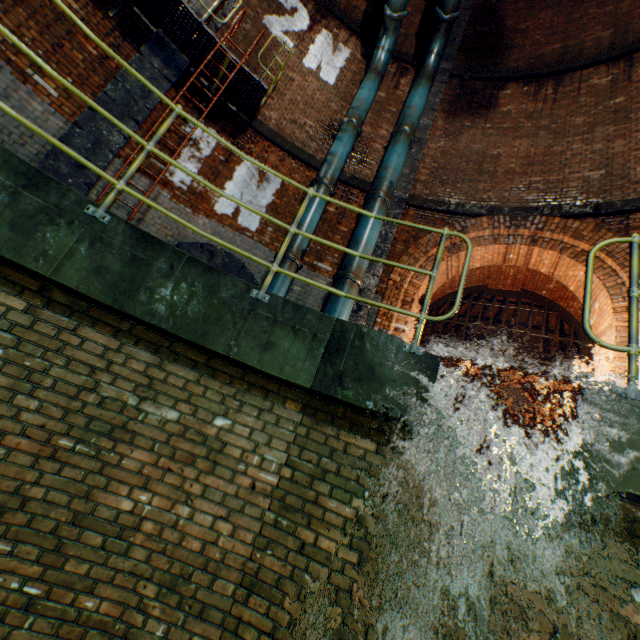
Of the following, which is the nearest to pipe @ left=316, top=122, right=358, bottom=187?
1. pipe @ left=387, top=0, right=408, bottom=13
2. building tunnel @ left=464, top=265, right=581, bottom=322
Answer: pipe @ left=387, top=0, right=408, bottom=13

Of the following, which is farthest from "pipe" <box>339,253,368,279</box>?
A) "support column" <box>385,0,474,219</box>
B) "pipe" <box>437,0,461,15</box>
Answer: "pipe" <box>437,0,461,15</box>

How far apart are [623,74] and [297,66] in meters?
7.8

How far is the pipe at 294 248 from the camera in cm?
635

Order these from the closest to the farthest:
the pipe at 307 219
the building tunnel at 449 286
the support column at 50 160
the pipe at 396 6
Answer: the support column at 50 160 → the pipe at 307 219 → the pipe at 396 6 → the building tunnel at 449 286

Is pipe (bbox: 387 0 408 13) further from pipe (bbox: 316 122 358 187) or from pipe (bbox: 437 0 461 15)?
pipe (bbox: 437 0 461 15)

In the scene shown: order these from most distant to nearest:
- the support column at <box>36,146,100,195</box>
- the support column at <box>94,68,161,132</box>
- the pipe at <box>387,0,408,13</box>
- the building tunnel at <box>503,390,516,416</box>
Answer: the building tunnel at <box>503,390,516,416</box>, the pipe at <box>387,0,408,13</box>, the support column at <box>94,68,161,132</box>, the support column at <box>36,146,100,195</box>

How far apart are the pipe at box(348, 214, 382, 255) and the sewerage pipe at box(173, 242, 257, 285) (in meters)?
1.63
